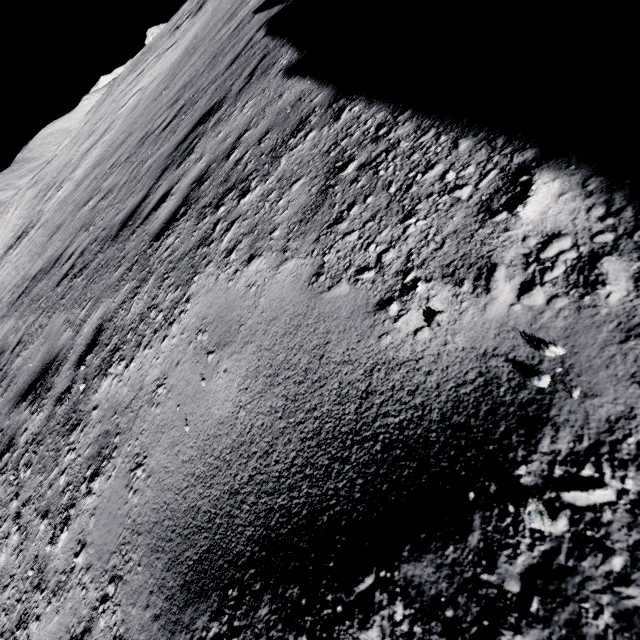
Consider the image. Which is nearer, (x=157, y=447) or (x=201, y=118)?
(x=157, y=447)
